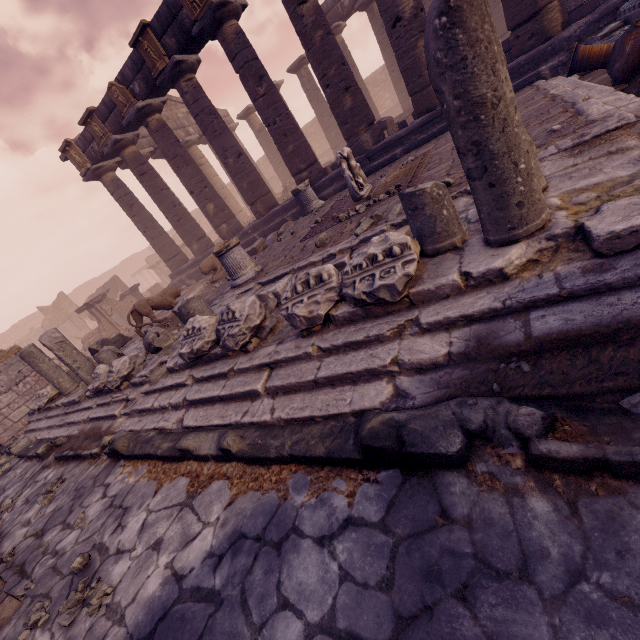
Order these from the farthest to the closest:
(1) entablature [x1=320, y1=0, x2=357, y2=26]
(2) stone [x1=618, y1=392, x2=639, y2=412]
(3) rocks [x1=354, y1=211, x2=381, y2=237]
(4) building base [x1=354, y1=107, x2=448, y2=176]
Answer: (1) entablature [x1=320, y1=0, x2=357, y2=26]
(4) building base [x1=354, y1=107, x2=448, y2=176]
(3) rocks [x1=354, y1=211, x2=381, y2=237]
(2) stone [x1=618, y1=392, x2=639, y2=412]

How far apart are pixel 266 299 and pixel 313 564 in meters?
3.1

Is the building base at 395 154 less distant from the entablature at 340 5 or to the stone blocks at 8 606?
the entablature at 340 5

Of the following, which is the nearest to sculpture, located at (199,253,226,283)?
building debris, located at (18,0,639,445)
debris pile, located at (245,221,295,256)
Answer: debris pile, located at (245,221,295,256)

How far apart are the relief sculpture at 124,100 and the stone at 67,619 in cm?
1377

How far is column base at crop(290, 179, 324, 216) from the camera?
10.2 meters

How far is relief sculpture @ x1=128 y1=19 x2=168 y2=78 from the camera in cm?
982

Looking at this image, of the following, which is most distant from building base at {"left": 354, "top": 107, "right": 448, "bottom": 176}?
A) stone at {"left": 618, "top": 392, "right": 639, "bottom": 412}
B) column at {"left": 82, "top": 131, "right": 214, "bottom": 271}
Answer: stone at {"left": 618, "top": 392, "right": 639, "bottom": 412}
